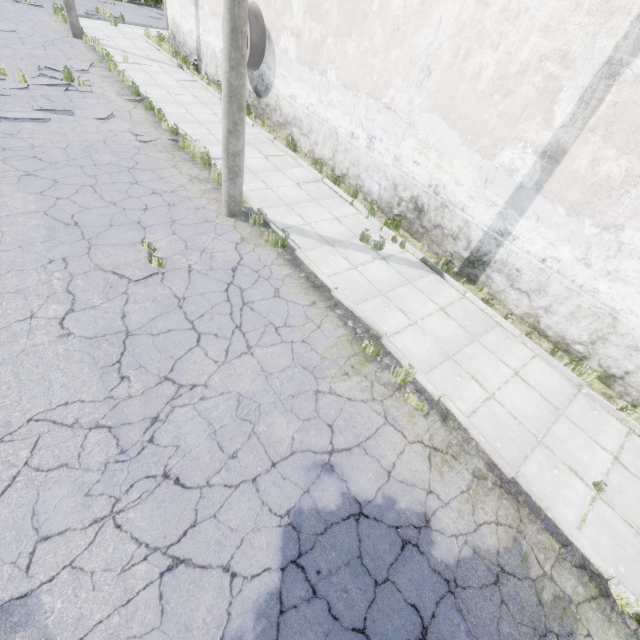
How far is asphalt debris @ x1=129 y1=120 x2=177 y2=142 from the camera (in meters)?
9.98

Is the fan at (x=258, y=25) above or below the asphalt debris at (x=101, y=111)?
above

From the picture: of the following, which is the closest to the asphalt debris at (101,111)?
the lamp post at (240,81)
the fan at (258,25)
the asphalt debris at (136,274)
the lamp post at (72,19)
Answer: the lamp post at (72,19)

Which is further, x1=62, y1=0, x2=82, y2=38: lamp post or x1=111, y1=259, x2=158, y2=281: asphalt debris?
x1=62, y1=0, x2=82, y2=38: lamp post

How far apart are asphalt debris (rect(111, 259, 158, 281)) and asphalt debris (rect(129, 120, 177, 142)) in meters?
5.8

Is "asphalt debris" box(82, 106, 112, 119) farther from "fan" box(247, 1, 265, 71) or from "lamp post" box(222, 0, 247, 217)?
"lamp post" box(222, 0, 247, 217)

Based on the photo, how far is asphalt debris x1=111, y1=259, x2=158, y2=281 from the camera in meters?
6.0 m

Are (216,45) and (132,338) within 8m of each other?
no
